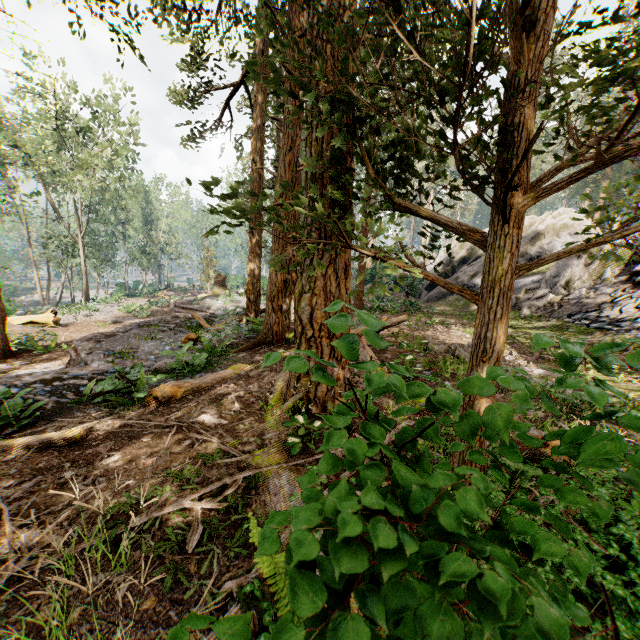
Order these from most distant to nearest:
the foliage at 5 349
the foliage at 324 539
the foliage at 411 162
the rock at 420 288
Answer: the rock at 420 288 < the foliage at 5 349 < the foliage at 411 162 < the foliage at 324 539

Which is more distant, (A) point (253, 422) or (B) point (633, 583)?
(A) point (253, 422)

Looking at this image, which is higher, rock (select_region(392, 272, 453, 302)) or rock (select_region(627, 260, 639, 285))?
rock (select_region(627, 260, 639, 285))

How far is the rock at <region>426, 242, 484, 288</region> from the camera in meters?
22.7 m

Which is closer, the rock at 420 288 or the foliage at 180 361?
the foliage at 180 361

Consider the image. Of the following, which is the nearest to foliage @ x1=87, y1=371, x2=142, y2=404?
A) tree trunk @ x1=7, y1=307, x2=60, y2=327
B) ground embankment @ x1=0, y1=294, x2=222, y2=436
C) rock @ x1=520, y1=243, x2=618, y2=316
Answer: ground embankment @ x1=0, y1=294, x2=222, y2=436

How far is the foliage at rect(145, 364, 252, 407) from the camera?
5.7m

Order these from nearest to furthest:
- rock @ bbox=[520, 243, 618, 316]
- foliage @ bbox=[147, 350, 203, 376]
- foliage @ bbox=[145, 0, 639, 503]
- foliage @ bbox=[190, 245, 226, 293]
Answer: foliage @ bbox=[145, 0, 639, 503]
foliage @ bbox=[147, 350, 203, 376]
rock @ bbox=[520, 243, 618, 316]
foliage @ bbox=[190, 245, 226, 293]
